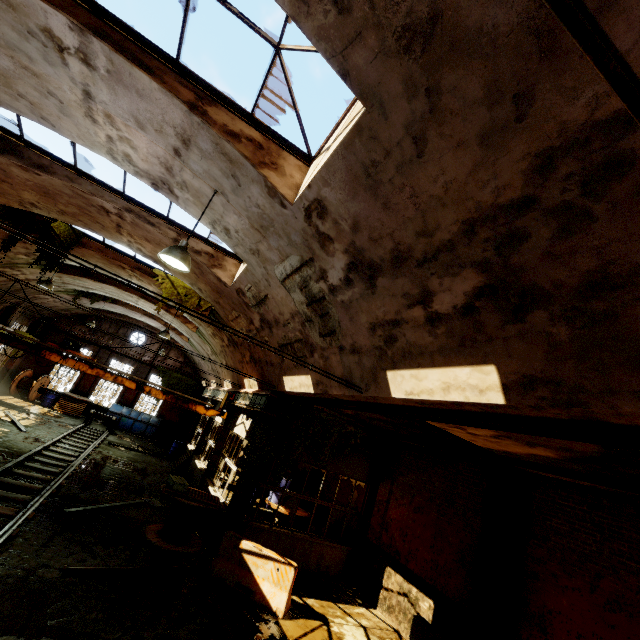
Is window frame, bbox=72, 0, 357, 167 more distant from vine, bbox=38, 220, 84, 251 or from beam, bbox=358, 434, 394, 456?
vine, bbox=38, 220, 84, 251

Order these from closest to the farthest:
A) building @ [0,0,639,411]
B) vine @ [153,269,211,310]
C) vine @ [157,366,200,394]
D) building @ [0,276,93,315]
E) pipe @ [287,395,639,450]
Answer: building @ [0,0,639,411] < pipe @ [287,395,639,450] < vine @ [153,269,211,310] < building @ [0,276,93,315] < vine @ [157,366,200,394]

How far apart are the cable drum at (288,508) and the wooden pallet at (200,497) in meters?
3.1

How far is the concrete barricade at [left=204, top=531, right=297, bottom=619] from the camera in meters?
7.7

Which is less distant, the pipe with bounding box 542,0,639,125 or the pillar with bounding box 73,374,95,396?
the pipe with bounding box 542,0,639,125

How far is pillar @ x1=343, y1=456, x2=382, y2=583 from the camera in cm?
1121

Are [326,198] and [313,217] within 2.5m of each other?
yes

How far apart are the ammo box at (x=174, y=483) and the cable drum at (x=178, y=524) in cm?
35
